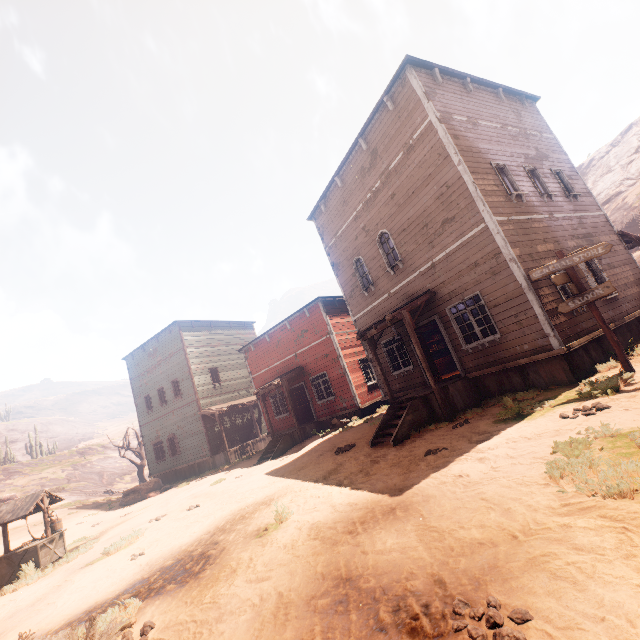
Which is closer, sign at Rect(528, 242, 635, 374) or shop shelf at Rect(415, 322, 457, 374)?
sign at Rect(528, 242, 635, 374)

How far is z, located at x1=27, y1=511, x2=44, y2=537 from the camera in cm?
1704

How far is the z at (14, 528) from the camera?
15.8 meters

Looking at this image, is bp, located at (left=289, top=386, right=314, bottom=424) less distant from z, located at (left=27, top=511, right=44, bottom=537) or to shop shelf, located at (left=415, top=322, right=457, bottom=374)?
z, located at (left=27, top=511, right=44, bottom=537)

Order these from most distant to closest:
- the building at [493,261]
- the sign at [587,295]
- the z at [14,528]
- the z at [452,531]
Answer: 1. the z at [14,528]
2. the building at [493,261]
3. the sign at [587,295]
4. the z at [452,531]

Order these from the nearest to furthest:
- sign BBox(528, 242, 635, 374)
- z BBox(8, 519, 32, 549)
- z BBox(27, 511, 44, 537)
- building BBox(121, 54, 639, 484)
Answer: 1. sign BBox(528, 242, 635, 374)
2. building BBox(121, 54, 639, 484)
3. z BBox(8, 519, 32, 549)
4. z BBox(27, 511, 44, 537)

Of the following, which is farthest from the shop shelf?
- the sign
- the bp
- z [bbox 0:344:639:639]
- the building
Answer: the sign

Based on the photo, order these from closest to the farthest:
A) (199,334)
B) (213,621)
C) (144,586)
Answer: (213,621) → (144,586) → (199,334)
